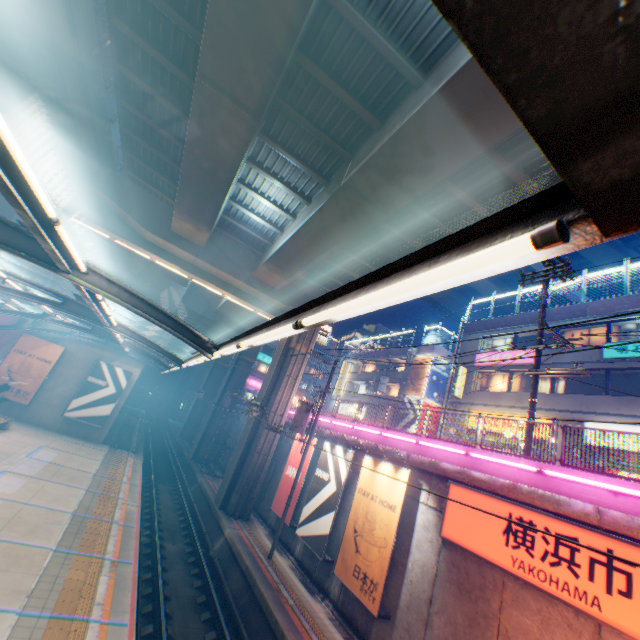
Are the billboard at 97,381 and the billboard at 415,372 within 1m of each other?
no

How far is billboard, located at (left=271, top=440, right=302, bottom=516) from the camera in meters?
17.5

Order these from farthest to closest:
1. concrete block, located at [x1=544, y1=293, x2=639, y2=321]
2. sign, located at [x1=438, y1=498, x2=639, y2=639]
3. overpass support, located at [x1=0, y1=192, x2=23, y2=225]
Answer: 1. overpass support, located at [x1=0, y1=192, x2=23, y2=225]
2. concrete block, located at [x1=544, y1=293, x2=639, y2=321]
3. sign, located at [x1=438, y1=498, x2=639, y2=639]

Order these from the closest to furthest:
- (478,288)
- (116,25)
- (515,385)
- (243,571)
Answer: (116,25) < (243,571) < (515,385) < (478,288)

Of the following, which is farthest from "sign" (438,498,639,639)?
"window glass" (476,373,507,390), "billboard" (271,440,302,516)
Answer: "window glass" (476,373,507,390)

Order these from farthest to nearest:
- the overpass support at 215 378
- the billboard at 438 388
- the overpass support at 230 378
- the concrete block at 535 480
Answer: the overpass support at 215 378 → the overpass support at 230 378 → the billboard at 438 388 → the concrete block at 535 480

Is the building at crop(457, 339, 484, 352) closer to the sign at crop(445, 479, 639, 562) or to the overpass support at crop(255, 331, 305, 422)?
the sign at crop(445, 479, 639, 562)

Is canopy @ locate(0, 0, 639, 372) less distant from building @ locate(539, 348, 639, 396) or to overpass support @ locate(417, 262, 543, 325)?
overpass support @ locate(417, 262, 543, 325)
